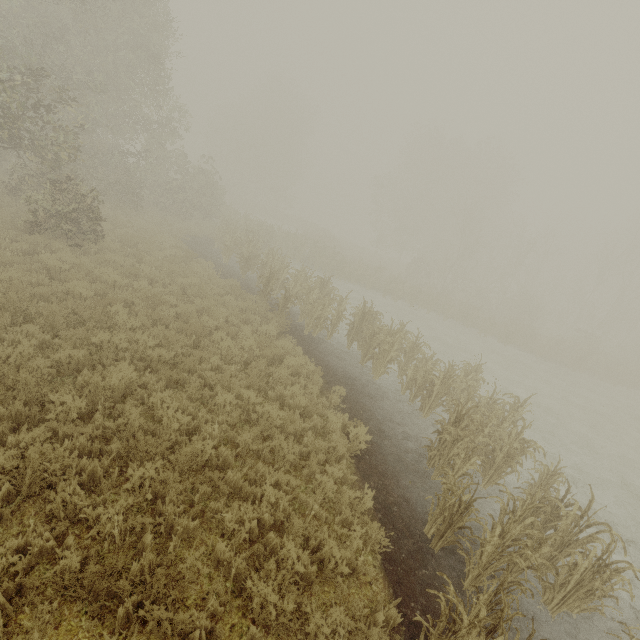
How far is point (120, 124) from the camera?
18.3 meters
